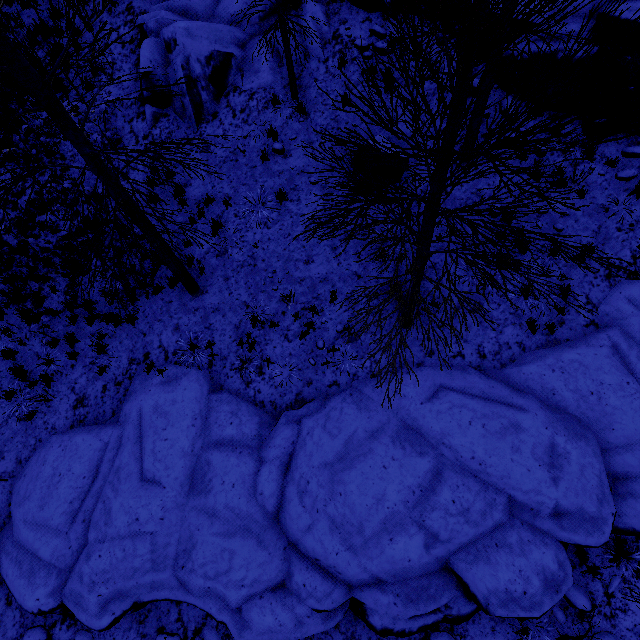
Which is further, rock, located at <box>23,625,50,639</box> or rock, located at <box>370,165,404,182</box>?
rock, located at <box>370,165,404,182</box>

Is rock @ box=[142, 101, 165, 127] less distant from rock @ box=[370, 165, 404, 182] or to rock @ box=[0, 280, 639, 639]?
rock @ box=[370, 165, 404, 182]

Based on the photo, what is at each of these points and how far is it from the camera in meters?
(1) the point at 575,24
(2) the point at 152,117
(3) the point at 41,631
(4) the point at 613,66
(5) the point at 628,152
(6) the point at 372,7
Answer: (1) rock, 7.1 m
(2) rock, 9.5 m
(3) rock, 7.2 m
(4) rock, 6.8 m
(5) rock, 7.5 m
(6) rock, 9.0 m

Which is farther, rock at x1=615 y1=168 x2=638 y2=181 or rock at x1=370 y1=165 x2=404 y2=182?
rock at x1=370 y1=165 x2=404 y2=182

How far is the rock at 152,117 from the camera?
9.38m

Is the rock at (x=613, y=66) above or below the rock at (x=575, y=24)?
below

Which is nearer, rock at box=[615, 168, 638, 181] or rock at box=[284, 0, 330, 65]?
rock at box=[615, 168, 638, 181]

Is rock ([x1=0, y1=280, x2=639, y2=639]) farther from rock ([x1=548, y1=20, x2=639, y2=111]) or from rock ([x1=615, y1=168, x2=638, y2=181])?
rock ([x1=548, y1=20, x2=639, y2=111])
